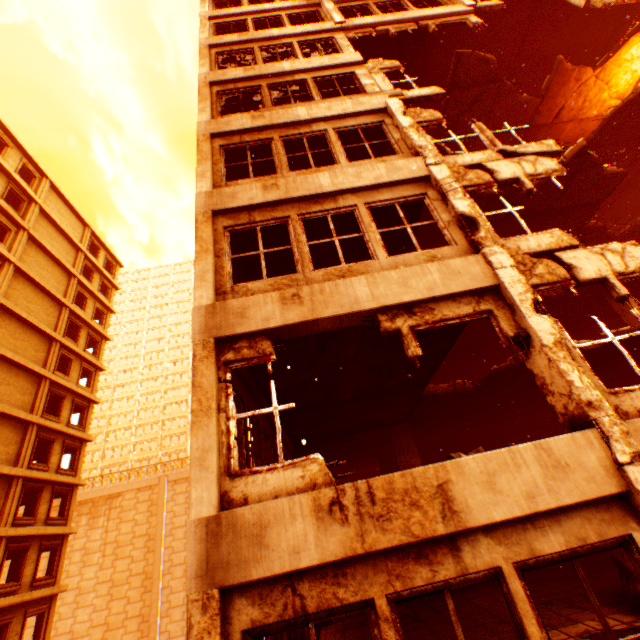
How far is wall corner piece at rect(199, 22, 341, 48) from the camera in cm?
1133

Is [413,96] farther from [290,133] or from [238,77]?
[238,77]

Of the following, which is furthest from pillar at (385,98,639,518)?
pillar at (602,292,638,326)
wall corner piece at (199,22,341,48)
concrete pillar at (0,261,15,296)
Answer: concrete pillar at (0,261,15,296)

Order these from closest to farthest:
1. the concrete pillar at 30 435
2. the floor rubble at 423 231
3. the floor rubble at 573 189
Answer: the floor rubble at 573 189
the floor rubble at 423 231
the concrete pillar at 30 435

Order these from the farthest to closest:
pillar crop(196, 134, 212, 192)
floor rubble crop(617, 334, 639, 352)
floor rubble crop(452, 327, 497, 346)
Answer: floor rubble crop(452, 327, 497, 346), floor rubble crop(617, 334, 639, 352), pillar crop(196, 134, 212, 192)

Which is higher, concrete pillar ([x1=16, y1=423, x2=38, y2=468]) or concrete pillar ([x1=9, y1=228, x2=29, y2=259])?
concrete pillar ([x1=9, y1=228, x2=29, y2=259])

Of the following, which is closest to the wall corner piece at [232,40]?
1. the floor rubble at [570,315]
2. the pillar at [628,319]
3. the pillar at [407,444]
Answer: the floor rubble at [570,315]

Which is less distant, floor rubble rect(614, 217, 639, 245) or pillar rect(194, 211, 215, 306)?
pillar rect(194, 211, 215, 306)
